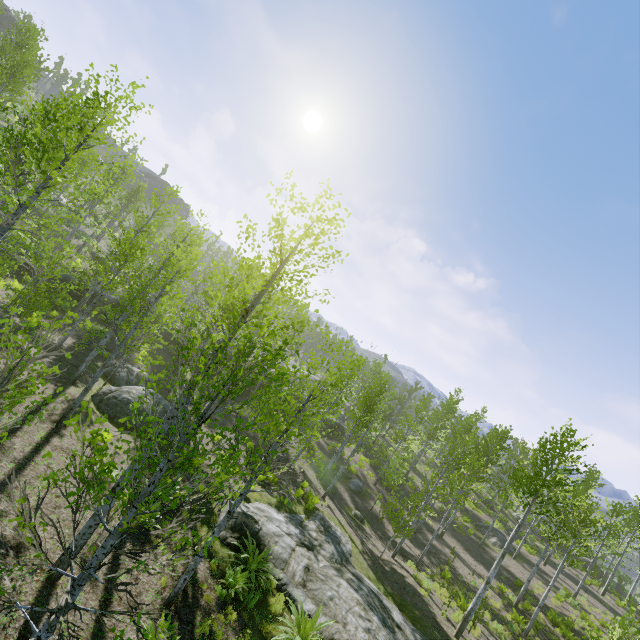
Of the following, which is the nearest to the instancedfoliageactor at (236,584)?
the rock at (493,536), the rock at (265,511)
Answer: the rock at (493,536)

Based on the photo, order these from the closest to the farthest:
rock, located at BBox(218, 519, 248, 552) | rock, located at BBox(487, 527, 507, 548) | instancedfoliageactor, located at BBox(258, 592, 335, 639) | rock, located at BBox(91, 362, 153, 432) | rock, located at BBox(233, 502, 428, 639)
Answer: instancedfoliageactor, located at BBox(258, 592, 335, 639)
rock, located at BBox(233, 502, 428, 639)
rock, located at BBox(218, 519, 248, 552)
rock, located at BBox(91, 362, 153, 432)
rock, located at BBox(487, 527, 507, 548)

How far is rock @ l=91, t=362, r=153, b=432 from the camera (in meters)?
14.45

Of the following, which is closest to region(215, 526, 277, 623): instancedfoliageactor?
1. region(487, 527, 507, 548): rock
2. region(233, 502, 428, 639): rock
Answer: region(487, 527, 507, 548): rock

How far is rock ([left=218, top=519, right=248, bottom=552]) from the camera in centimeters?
1122cm

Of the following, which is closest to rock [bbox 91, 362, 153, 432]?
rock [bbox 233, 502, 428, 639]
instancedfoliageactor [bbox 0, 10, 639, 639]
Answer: instancedfoliageactor [bbox 0, 10, 639, 639]

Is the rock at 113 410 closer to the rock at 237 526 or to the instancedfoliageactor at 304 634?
the instancedfoliageactor at 304 634

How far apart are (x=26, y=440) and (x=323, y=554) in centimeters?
1172cm
